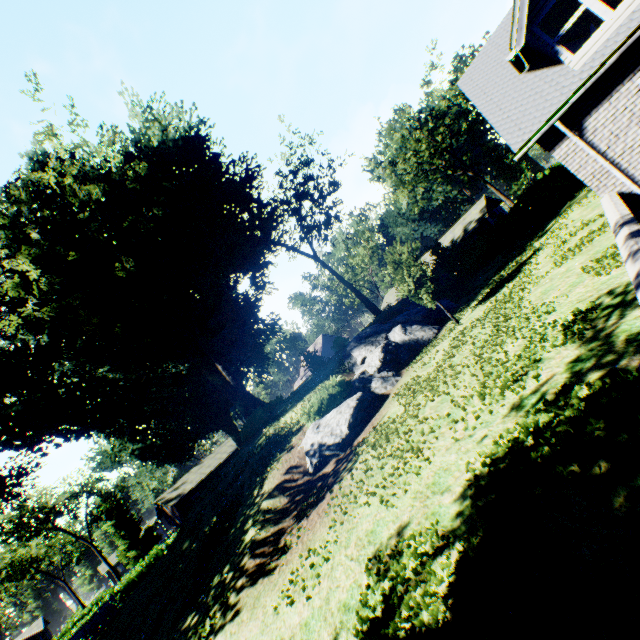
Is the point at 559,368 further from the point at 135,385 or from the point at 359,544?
the point at 135,385

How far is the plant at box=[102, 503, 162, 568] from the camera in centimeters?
5503cm

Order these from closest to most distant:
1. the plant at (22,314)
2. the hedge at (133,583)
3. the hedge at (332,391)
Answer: the hedge at (332,391) → the plant at (22,314) → the hedge at (133,583)

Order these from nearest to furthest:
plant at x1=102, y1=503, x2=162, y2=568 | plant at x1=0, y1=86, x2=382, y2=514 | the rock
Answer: the rock, plant at x1=0, y1=86, x2=382, y2=514, plant at x1=102, y1=503, x2=162, y2=568

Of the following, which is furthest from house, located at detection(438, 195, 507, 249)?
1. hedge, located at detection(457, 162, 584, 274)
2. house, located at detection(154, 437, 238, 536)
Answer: house, located at detection(154, 437, 238, 536)

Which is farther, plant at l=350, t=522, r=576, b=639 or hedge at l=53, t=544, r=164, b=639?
hedge at l=53, t=544, r=164, b=639

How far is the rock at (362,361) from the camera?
12.3 meters

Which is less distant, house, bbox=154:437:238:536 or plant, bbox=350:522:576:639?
plant, bbox=350:522:576:639
